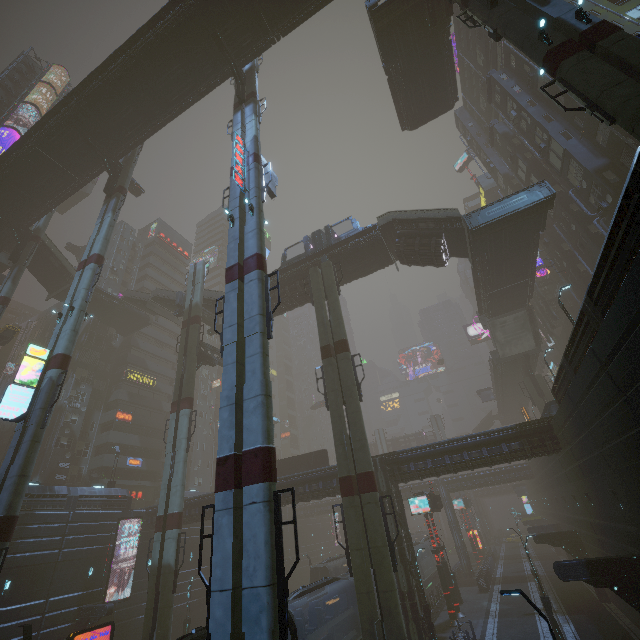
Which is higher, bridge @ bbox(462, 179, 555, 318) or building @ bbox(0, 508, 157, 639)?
bridge @ bbox(462, 179, 555, 318)

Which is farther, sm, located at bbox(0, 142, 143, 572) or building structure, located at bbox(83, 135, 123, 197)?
building structure, located at bbox(83, 135, 123, 197)

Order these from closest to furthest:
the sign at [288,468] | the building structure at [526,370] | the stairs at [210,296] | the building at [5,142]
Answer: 1. the sign at [288,468]
2. the stairs at [210,296]
3. the building structure at [526,370]
4. the building at [5,142]

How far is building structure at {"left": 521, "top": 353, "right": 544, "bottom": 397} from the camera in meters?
40.5

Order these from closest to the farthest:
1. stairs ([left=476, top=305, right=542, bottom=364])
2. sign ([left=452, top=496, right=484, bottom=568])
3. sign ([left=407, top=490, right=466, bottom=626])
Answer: sign ([left=407, top=490, right=466, bottom=626]) → stairs ([left=476, top=305, right=542, bottom=364]) → sign ([left=452, top=496, right=484, bottom=568])

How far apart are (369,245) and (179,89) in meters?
21.6

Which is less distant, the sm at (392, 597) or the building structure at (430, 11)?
the sm at (392, 597)

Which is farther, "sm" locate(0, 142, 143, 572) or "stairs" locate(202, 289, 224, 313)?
"stairs" locate(202, 289, 224, 313)
